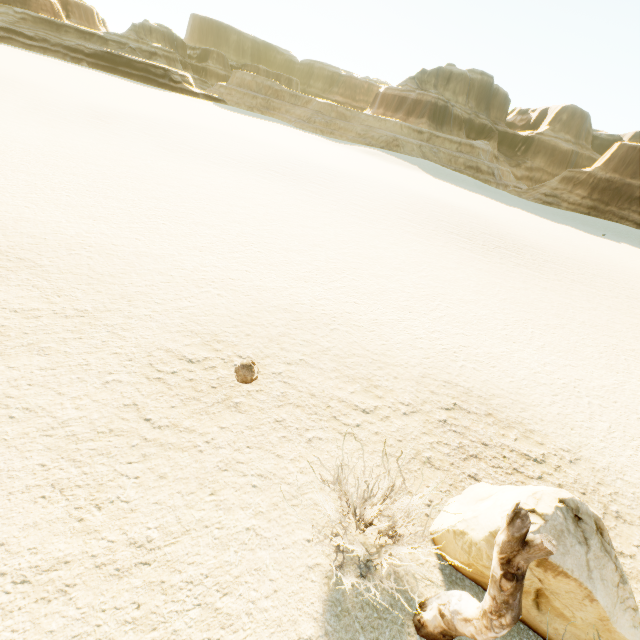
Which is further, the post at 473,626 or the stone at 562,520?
the stone at 562,520

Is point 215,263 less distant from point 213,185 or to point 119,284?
point 119,284

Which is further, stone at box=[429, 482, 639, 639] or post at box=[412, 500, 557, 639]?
stone at box=[429, 482, 639, 639]
